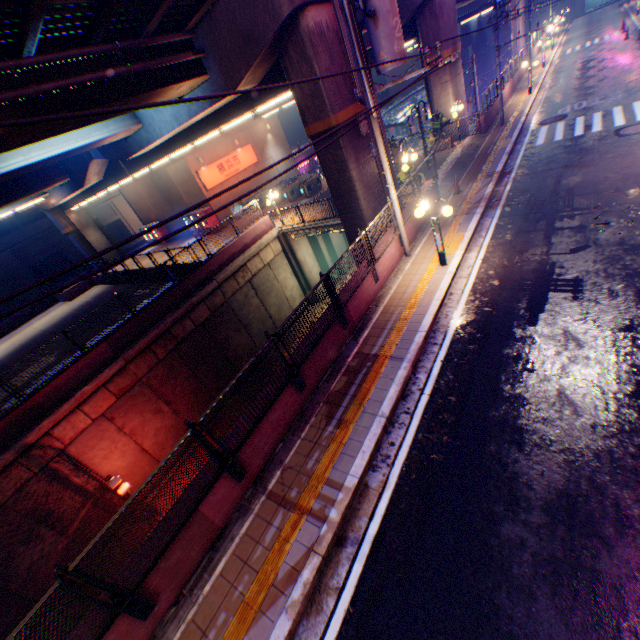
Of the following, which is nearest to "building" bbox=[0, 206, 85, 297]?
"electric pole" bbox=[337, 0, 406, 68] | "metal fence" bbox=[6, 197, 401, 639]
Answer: "metal fence" bbox=[6, 197, 401, 639]

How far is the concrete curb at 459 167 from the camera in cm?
1538

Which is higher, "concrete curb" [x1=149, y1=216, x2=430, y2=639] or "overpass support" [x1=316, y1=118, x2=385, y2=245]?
"overpass support" [x1=316, y1=118, x2=385, y2=245]

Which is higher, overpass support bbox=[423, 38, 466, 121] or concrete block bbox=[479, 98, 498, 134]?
overpass support bbox=[423, 38, 466, 121]

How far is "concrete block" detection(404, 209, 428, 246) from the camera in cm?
1224

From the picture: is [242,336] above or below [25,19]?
below

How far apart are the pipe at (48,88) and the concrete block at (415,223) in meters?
8.7

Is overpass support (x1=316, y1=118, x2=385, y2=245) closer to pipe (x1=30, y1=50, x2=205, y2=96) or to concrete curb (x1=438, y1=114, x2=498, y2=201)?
pipe (x1=30, y1=50, x2=205, y2=96)
